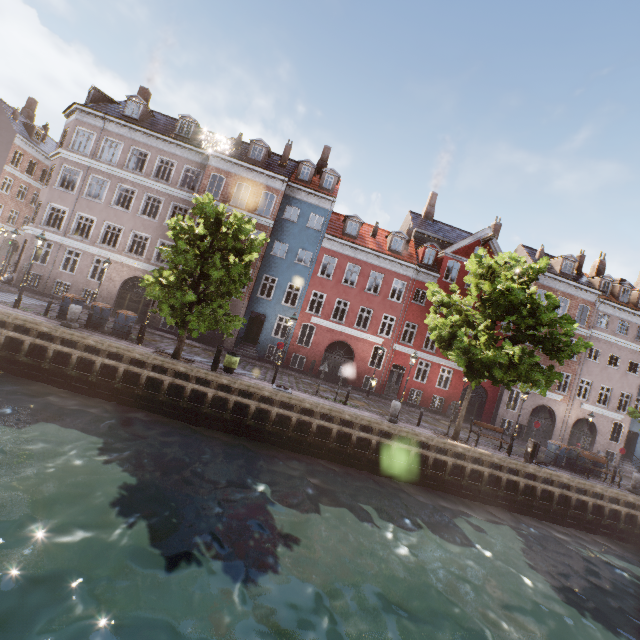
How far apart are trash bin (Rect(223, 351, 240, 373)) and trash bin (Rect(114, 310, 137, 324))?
5.4 meters

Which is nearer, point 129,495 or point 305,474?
point 129,495

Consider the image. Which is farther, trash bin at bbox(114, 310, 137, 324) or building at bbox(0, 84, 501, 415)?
building at bbox(0, 84, 501, 415)

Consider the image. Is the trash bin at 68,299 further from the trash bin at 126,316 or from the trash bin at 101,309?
the trash bin at 126,316

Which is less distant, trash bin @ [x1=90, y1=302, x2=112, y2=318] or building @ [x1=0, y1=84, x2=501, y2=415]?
trash bin @ [x1=90, y1=302, x2=112, y2=318]

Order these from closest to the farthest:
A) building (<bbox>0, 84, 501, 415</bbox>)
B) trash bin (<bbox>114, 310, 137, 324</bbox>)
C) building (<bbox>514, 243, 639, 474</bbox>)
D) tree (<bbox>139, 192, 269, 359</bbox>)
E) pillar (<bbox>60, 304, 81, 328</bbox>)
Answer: tree (<bbox>139, 192, 269, 359</bbox>) → pillar (<bbox>60, 304, 81, 328</bbox>) → trash bin (<bbox>114, 310, 137, 324</bbox>) → building (<bbox>0, 84, 501, 415</bbox>) → building (<bbox>514, 243, 639, 474</bbox>)

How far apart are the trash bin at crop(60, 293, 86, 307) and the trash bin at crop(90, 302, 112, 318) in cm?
54

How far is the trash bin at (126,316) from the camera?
16.7 meters
